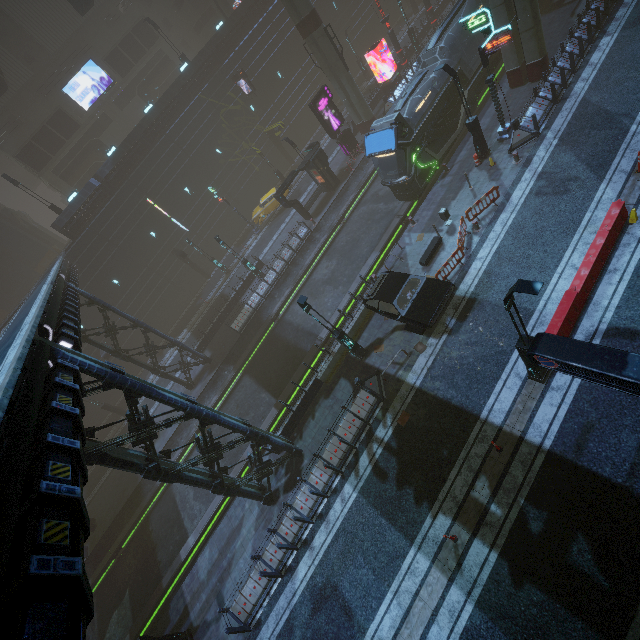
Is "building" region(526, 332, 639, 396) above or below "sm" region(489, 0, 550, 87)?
above

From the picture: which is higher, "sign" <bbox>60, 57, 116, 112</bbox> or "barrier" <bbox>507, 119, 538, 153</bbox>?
"sign" <bbox>60, 57, 116, 112</bbox>

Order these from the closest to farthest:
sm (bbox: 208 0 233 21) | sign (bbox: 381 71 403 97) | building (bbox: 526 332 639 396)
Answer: building (bbox: 526 332 639 396) < sign (bbox: 381 71 403 97) < sm (bbox: 208 0 233 21)

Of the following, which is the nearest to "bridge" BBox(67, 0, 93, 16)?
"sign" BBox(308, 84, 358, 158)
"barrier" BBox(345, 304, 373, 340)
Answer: "sign" BBox(308, 84, 358, 158)

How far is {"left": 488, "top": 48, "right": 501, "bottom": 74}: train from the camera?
21.4 meters

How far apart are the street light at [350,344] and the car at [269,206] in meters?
22.3 m

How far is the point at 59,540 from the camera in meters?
4.1 m

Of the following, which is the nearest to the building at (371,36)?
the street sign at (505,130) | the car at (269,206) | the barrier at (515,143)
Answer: the street sign at (505,130)
